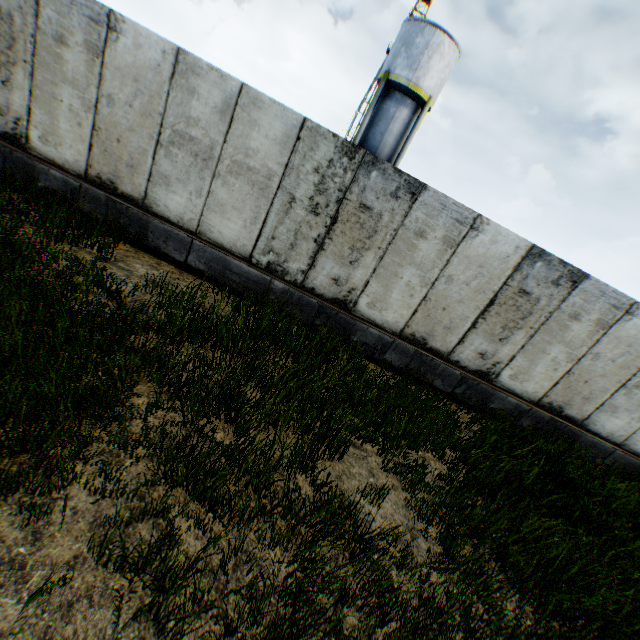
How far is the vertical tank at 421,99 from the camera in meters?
18.8 m

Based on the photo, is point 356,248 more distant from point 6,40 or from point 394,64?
point 394,64

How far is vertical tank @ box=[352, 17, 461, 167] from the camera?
18.8m
